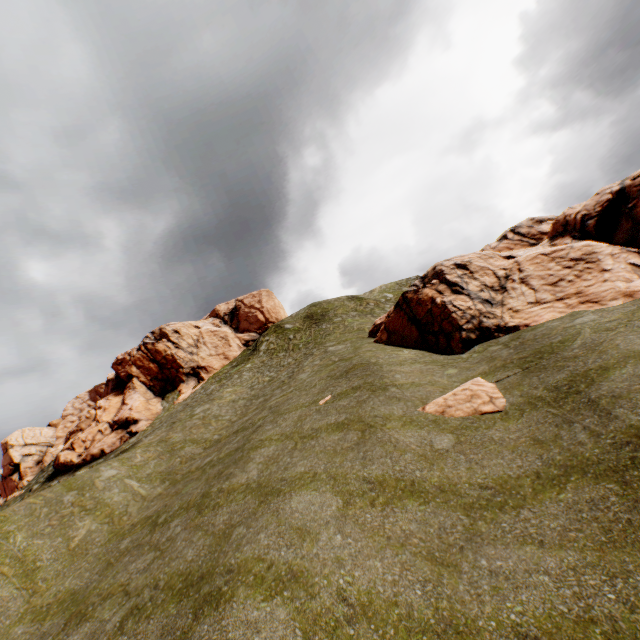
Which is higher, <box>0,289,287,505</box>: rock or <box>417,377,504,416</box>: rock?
<box>0,289,287,505</box>: rock

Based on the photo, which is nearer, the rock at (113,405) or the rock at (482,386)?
the rock at (482,386)

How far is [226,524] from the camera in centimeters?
1023cm

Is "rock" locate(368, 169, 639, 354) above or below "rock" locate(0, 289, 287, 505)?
below

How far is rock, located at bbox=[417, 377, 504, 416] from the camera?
11.3m

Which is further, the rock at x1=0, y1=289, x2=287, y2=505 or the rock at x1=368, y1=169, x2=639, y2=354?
the rock at x1=0, y1=289, x2=287, y2=505

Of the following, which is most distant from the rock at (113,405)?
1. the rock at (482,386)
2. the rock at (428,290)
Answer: the rock at (482,386)

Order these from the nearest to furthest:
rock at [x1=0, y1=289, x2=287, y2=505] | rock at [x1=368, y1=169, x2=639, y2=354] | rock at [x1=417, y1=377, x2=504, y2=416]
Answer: rock at [x1=417, y1=377, x2=504, y2=416] < rock at [x1=368, y1=169, x2=639, y2=354] < rock at [x1=0, y1=289, x2=287, y2=505]
